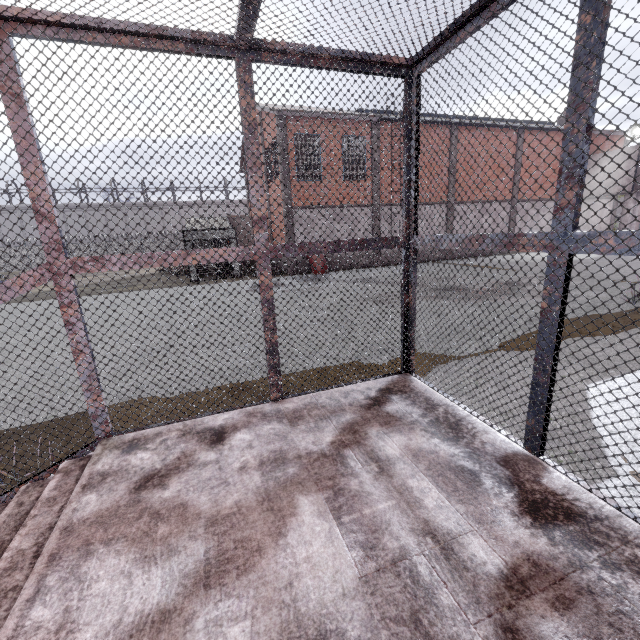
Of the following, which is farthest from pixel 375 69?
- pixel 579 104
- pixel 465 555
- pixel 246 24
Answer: pixel 465 555

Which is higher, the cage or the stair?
the cage

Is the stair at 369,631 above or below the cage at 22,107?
below
